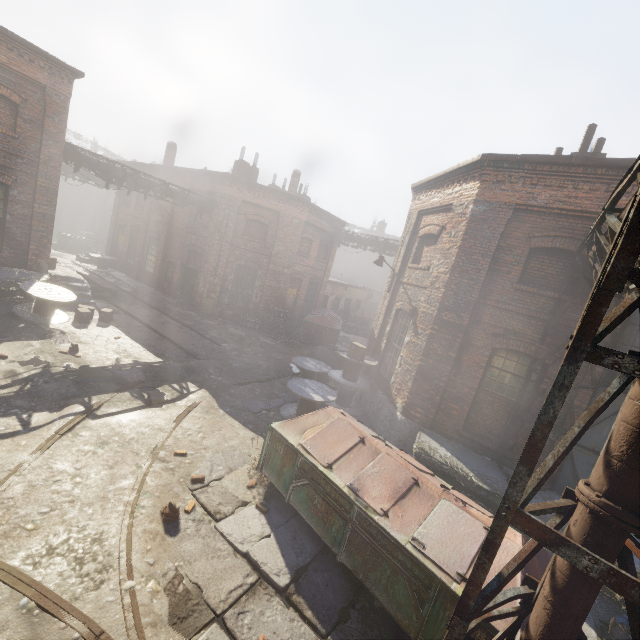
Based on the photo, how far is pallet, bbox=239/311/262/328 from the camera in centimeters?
1862cm

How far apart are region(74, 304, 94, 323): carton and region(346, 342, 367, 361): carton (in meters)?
9.61

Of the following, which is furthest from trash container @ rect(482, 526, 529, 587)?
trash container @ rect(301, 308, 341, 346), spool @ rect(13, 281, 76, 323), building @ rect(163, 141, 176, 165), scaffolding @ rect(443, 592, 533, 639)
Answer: building @ rect(163, 141, 176, 165)

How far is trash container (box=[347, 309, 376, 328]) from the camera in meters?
27.3

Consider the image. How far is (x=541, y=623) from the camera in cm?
265

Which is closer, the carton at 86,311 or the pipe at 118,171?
the carton at 86,311

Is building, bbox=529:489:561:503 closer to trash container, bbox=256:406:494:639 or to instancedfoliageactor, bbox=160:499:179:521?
trash container, bbox=256:406:494:639

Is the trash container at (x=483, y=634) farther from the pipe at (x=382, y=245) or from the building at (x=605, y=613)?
the pipe at (x=382, y=245)
